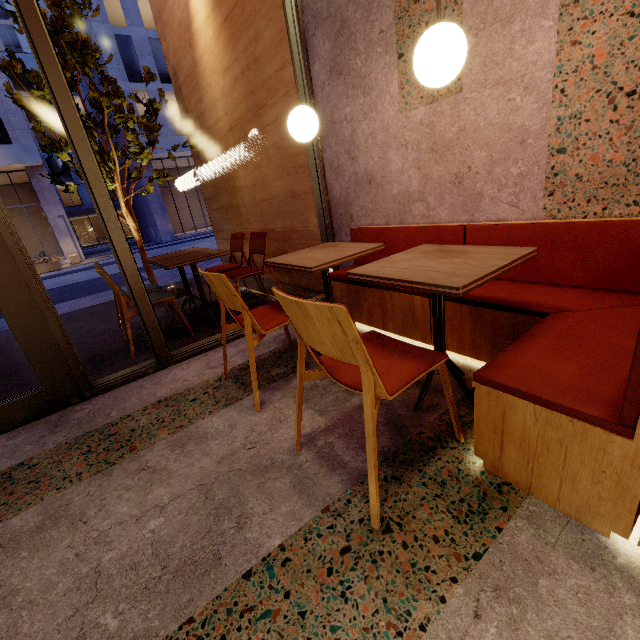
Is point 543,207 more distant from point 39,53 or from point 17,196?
point 17,196

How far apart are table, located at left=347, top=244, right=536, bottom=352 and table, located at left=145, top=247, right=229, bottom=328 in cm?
205

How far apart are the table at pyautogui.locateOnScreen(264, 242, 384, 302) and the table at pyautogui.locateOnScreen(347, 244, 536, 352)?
0.3m

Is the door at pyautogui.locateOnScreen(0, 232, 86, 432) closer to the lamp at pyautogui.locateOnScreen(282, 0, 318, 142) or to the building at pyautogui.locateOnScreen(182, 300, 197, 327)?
the building at pyautogui.locateOnScreen(182, 300, 197, 327)

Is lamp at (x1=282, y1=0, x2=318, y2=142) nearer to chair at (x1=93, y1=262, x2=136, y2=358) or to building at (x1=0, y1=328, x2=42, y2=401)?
building at (x1=0, y1=328, x2=42, y2=401)

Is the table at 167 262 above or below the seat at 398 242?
above

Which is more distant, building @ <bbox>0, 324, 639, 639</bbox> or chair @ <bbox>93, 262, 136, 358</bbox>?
chair @ <bbox>93, 262, 136, 358</bbox>

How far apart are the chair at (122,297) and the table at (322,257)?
1.4m
